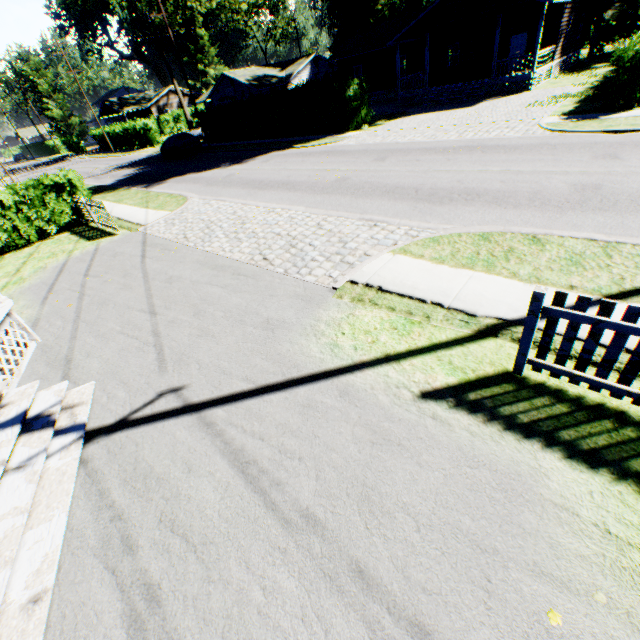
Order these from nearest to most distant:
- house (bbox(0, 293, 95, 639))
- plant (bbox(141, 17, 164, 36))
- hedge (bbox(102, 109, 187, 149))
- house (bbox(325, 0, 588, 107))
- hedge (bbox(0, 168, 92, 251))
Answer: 1. house (bbox(0, 293, 95, 639))
2. hedge (bbox(0, 168, 92, 251))
3. house (bbox(325, 0, 588, 107))
4. hedge (bbox(102, 109, 187, 149))
5. plant (bbox(141, 17, 164, 36))

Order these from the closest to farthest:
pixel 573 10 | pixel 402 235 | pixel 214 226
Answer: pixel 402 235, pixel 214 226, pixel 573 10

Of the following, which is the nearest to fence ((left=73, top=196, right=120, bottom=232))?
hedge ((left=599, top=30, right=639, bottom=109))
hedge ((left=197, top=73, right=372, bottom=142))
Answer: hedge ((left=197, top=73, right=372, bottom=142))

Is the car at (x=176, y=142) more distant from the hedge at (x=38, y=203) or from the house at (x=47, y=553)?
the house at (x=47, y=553)

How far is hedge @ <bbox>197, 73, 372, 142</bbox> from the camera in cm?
2098

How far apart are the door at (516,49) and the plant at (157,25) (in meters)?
47.56

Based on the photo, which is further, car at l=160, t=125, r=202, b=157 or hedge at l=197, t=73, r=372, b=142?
car at l=160, t=125, r=202, b=157

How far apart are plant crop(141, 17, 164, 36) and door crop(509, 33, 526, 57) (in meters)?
47.56
